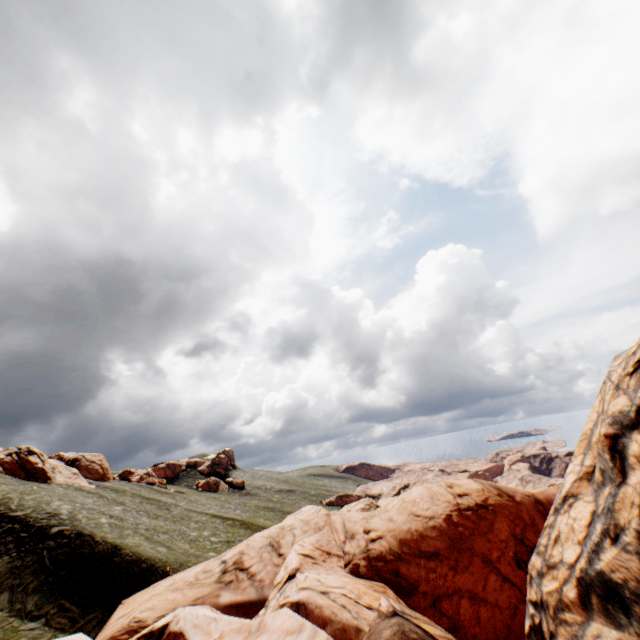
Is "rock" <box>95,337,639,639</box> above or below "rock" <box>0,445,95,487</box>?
below

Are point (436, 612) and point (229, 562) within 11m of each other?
yes

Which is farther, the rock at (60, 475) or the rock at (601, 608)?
the rock at (60, 475)

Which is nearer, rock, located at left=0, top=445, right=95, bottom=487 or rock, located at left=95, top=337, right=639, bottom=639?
rock, located at left=95, top=337, right=639, bottom=639

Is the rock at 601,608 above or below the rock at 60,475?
below
